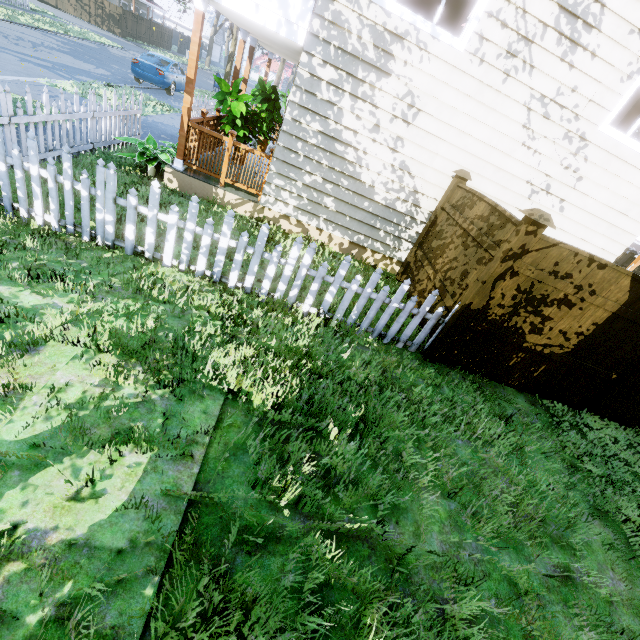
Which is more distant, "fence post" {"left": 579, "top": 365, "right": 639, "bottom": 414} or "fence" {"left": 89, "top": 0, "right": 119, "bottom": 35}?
"fence" {"left": 89, "top": 0, "right": 119, "bottom": 35}

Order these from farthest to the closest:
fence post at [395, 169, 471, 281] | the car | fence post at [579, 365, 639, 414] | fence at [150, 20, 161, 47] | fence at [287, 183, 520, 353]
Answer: fence at [150, 20, 161, 47] → the car → fence post at [395, 169, 471, 281] → fence post at [579, 365, 639, 414] → fence at [287, 183, 520, 353]

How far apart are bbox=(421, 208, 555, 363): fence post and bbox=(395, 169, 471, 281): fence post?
2.5m

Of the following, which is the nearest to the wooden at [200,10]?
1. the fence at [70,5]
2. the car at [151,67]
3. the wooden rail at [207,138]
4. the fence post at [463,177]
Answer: the wooden rail at [207,138]

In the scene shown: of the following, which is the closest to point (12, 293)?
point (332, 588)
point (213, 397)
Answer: point (213, 397)

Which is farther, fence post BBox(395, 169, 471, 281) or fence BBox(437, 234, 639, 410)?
fence post BBox(395, 169, 471, 281)

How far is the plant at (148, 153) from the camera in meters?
6.3 m

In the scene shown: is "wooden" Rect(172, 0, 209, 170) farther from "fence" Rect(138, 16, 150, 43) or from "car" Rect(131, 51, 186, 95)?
"car" Rect(131, 51, 186, 95)
